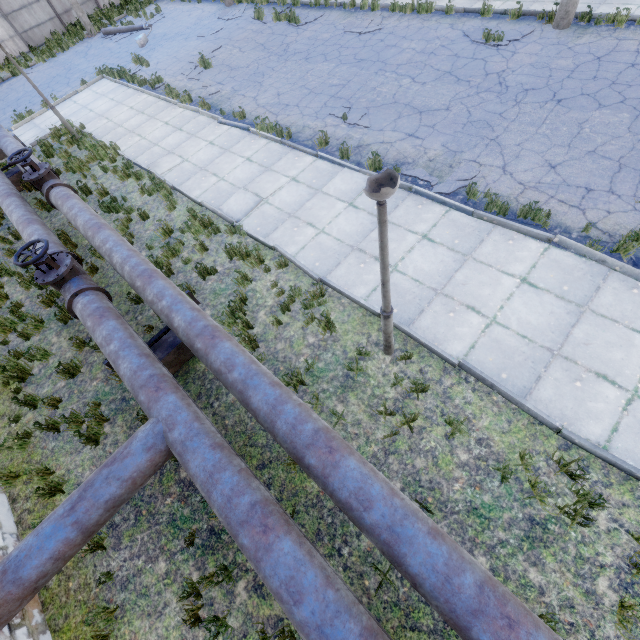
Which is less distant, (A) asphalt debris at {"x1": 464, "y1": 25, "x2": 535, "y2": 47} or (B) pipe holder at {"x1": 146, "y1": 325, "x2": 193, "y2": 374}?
(B) pipe holder at {"x1": 146, "y1": 325, "x2": 193, "y2": 374}

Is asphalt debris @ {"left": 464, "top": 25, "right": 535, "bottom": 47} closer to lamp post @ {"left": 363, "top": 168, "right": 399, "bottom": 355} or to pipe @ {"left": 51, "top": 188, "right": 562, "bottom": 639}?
lamp post @ {"left": 363, "top": 168, "right": 399, "bottom": 355}

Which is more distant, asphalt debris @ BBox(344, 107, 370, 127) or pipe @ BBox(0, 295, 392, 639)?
asphalt debris @ BBox(344, 107, 370, 127)

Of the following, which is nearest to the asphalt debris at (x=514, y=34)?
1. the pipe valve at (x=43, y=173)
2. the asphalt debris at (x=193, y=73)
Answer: the asphalt debris at (x=193, y=73)

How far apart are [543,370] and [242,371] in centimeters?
443cm

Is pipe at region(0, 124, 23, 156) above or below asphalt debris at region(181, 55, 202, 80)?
above

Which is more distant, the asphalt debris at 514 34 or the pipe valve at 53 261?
the asphalt debris at 514 34

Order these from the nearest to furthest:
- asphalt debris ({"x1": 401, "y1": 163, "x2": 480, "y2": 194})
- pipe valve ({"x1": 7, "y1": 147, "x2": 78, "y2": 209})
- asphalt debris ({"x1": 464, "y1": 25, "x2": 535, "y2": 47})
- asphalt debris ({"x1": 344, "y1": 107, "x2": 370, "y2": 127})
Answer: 1. asphalt debris ({"x1": 401, "y1": 163, "x2": 480, "y2": 194})
2. pipe valve ({"x1": 7, "y1": 147, "x2": 78, "y2": 209})
3. asphalt debris ({"x1": 344, "y1": 107, "x2": 370, "y2": 127})
4. asphalt debris ({"x1": 464, "y1": 25, "x2": 535, "y2": 47})
